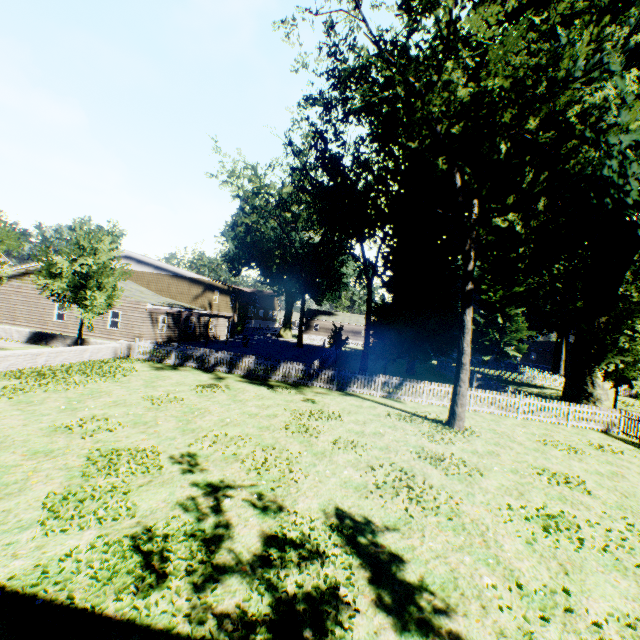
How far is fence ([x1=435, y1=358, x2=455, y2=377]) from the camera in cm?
3266

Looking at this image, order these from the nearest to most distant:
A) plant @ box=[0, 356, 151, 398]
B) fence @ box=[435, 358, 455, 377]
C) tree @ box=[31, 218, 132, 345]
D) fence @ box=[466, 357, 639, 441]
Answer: plant @ box=[0, 356, 151, 398] < fence @ box=[466, 357, 639, 441] < tree @ box=[31, 218, 132, 345] < fence @ box=[435, 358, 455, 377]

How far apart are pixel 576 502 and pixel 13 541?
11.8m

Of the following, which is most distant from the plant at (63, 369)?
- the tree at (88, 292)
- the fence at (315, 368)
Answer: the tree at (88, 292)

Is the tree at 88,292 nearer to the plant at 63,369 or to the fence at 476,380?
the fence at 476,380

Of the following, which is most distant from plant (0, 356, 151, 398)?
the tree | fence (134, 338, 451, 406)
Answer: the tree
